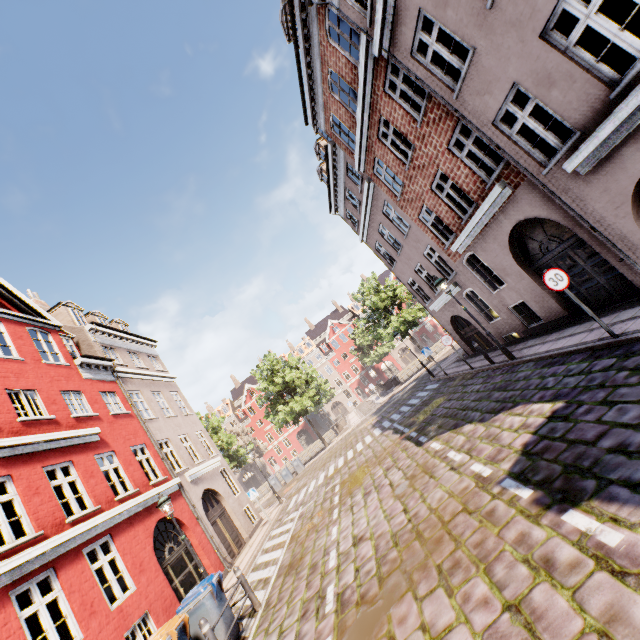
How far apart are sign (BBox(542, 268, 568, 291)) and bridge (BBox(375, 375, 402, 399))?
29.9 meters

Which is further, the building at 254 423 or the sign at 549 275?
the building at 254 423

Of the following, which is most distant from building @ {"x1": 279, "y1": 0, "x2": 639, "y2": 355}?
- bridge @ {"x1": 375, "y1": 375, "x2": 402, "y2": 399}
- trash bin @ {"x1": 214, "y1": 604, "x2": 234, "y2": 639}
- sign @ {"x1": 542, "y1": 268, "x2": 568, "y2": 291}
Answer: bridge @ {"x1": 375, "y1": 375, "x2": 402, "y2": 399}

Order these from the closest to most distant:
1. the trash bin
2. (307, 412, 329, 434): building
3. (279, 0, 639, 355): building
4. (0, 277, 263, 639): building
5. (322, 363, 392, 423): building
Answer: (279, 0, 639, 355): building → the trash bin → (0, 277, 263, 639): building → (307, 412, 329, 434): building → (322, 363, 392, 423): building

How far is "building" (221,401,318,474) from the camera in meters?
57.3 m

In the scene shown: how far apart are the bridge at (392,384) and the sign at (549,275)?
29.9 meters

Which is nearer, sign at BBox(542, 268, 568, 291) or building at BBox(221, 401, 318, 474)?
sign at BBox(542, 268, 568, 291)

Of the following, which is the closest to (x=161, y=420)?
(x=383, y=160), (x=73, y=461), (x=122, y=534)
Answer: (x=73, y=461)
